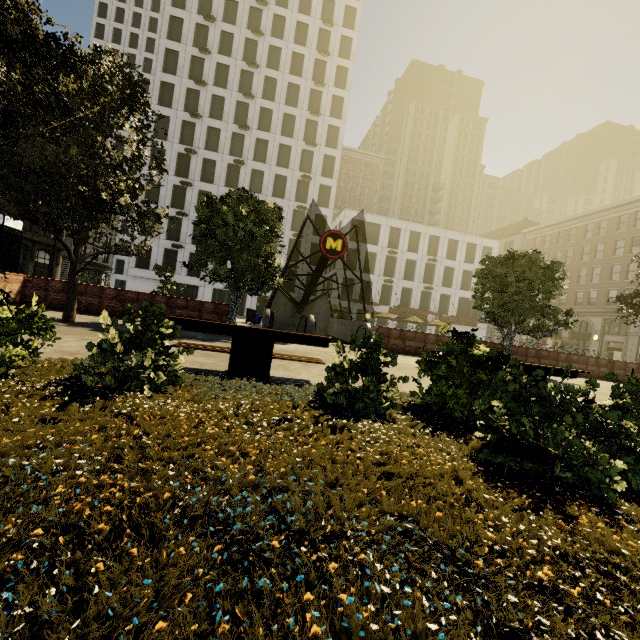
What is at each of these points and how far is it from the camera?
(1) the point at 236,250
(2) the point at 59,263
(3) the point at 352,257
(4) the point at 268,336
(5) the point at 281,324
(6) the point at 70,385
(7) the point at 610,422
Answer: (1) tree, 12.08m
(2) building, 45.84m
(3) building, 43.94m
(4) bench, 5.39m
(5) underground building, 25.19m
(6) plant, 3.46m
(7) tree, 2.59m

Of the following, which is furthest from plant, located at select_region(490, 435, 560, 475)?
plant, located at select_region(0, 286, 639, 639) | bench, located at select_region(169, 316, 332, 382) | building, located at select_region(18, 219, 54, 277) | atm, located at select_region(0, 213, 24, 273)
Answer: building, located at select_region(18, 219, 54, 277)

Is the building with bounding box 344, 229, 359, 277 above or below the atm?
above

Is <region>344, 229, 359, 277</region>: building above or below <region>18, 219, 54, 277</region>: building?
above

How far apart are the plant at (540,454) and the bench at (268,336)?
2.7 meters

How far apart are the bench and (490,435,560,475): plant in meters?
2.7

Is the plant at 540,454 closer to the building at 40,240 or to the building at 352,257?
the building at 40,240

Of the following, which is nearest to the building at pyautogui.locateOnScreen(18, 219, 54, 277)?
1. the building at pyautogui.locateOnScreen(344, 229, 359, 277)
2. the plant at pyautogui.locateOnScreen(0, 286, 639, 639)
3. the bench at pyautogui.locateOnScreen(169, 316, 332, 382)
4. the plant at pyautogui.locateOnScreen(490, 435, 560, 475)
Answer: the plant at pyautogui.locateOnScreen(0, 286, 639, 639)
